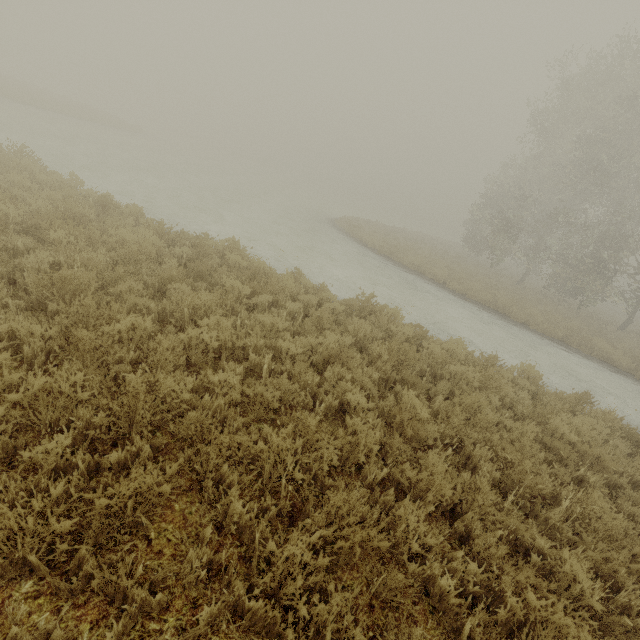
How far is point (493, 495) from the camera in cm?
371
